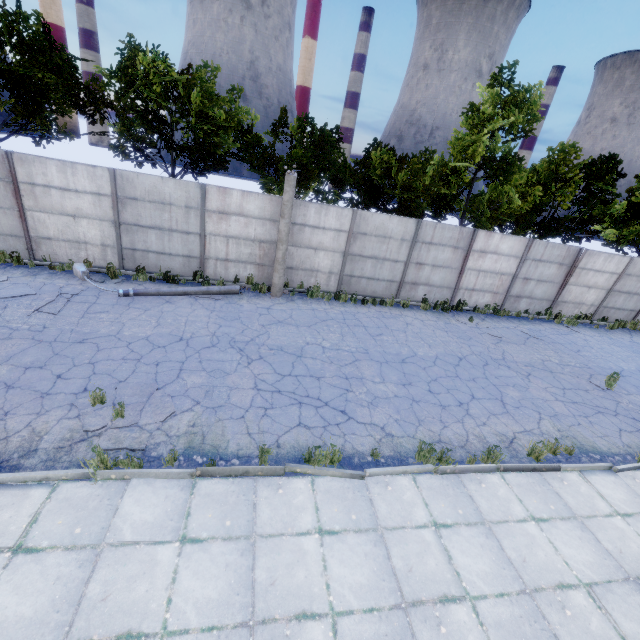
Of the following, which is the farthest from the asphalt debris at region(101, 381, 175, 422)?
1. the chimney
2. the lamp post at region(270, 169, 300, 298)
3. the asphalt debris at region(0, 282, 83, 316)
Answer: the chimney

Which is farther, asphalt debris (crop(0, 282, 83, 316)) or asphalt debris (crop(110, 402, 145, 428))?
asphalt debris (crop(0, 282, 83, 316))

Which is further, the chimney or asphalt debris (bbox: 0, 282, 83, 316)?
the chimney

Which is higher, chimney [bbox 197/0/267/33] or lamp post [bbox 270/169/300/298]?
chimney [bbox 197/0/267/33]

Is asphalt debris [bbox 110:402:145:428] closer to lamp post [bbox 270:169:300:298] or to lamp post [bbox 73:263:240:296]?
lamp post [bbox 73:263:240:296]

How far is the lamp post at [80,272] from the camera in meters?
10.7 m

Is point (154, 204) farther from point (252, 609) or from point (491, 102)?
point (491, 102)

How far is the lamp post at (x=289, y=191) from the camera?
11.3m
